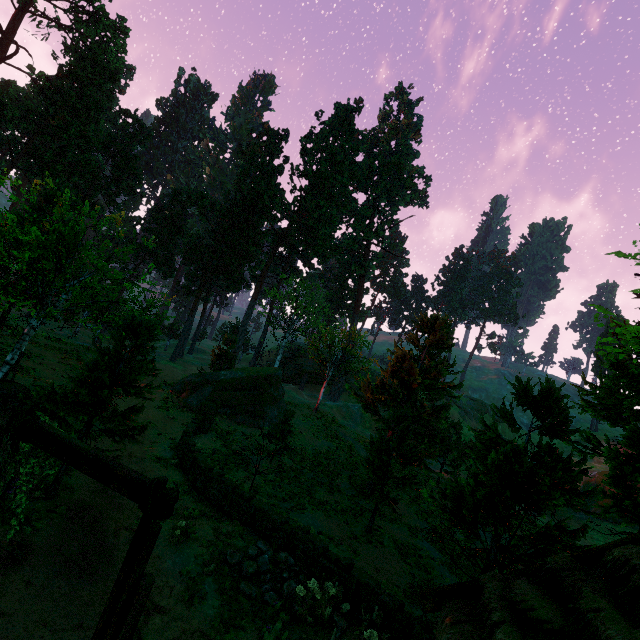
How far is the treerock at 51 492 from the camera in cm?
975

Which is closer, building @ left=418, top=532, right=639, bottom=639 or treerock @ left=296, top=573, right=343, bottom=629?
building @ left=418, top=532, right=639, bottom=639

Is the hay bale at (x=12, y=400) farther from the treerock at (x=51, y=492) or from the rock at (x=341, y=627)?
the rock at (x=341, y=627)

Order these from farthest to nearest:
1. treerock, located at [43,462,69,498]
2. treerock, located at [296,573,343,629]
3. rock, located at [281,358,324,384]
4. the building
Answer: rock, located at [281,358,324,384] → treerock, located at [43,462,69,498] → treerock, located at [296,573,343,629] → the building

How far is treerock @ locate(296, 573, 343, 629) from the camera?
8.48m

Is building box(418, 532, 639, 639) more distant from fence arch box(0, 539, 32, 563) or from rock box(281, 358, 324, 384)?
rock box(281, 358, 324, 384)

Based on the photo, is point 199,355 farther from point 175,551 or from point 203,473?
point 175,551

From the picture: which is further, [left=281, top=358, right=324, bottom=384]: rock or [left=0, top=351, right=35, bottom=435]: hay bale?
[left=281, top=358, right=324, bottom=384]: rock
